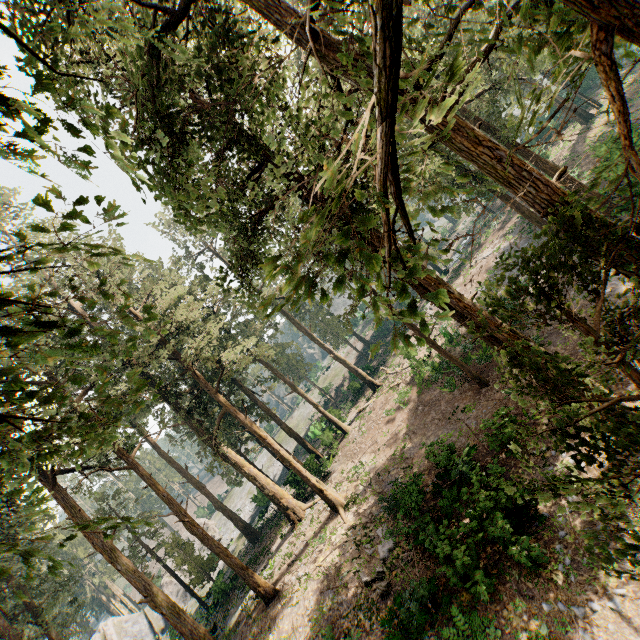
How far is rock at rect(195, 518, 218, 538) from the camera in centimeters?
4941cm

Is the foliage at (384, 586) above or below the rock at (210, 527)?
below

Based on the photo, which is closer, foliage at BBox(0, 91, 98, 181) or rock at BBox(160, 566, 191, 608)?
foliage at BBox(0, 91, 98, 181)

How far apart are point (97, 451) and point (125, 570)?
20.7 meters

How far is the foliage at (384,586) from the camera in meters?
13.9
